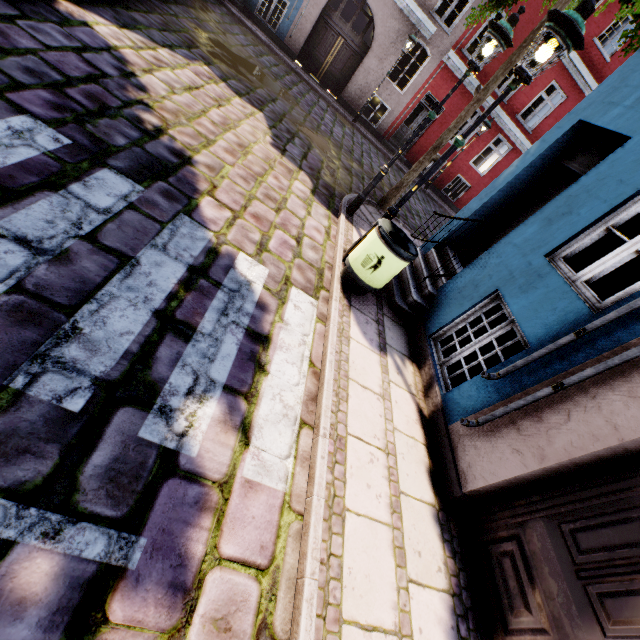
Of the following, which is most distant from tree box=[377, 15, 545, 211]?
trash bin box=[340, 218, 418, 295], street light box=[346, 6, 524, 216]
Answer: A: trash bin box=[340, 218, 418, 295]

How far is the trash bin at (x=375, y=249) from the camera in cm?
424

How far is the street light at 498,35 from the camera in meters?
4.7 m

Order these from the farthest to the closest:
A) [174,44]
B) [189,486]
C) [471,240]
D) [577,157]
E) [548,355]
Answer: [174,44] → [471,240] → [577,157] → [548,355] → [189,486]

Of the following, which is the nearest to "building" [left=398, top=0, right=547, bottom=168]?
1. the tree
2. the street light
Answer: the street light

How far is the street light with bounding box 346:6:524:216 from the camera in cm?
468

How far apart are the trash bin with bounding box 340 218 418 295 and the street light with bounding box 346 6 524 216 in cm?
206

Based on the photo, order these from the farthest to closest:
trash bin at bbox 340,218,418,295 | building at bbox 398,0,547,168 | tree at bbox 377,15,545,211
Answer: building at bbox 398,0,547,168 < tree at bbox 377,15,545,211 < trash bin at bbox 340,218,418,295
